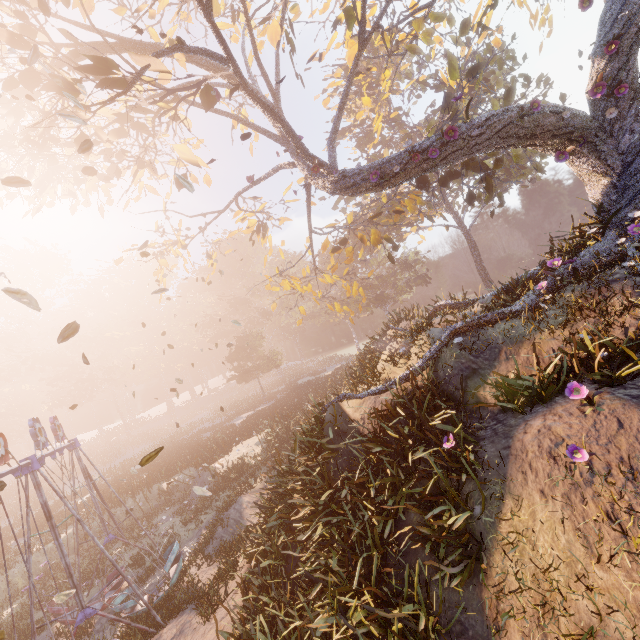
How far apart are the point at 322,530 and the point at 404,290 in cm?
3707

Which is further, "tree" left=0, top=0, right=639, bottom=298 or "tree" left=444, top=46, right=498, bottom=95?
"tree" left=444, top=46, right=498, bottom=95

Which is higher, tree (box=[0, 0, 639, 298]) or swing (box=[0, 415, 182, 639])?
tree (box=[0, 0, 639, 298])

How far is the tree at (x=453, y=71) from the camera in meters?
11.8 m

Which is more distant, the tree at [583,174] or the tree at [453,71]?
the tree at [453,71]

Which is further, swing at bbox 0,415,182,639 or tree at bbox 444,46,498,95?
tree at bbox 444,46,498,95

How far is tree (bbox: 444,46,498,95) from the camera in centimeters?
1182cm
